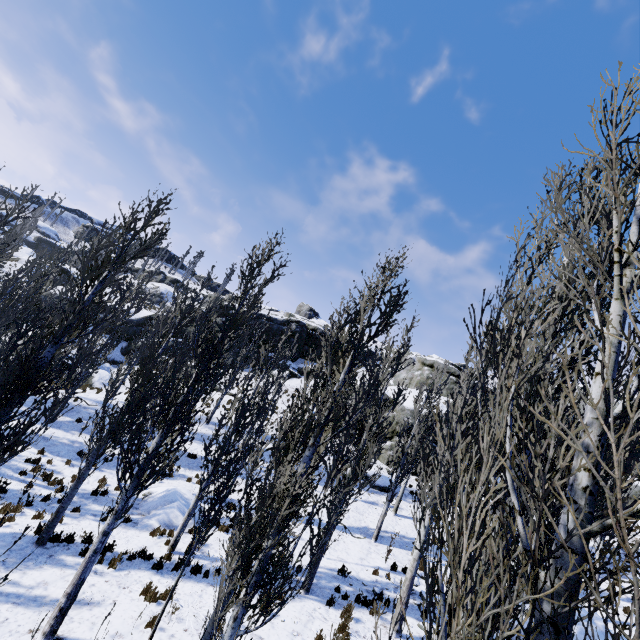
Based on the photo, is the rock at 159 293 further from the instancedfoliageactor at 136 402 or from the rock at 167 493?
the instancedfoliageactor at 136 402

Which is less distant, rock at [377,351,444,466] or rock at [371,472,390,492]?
rock at [371,472,390,492]

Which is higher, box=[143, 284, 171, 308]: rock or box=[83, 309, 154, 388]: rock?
box=[143, 284, 171, 308]: rock

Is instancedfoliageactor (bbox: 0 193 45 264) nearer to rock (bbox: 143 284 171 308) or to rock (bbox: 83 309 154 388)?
rock (bbox: 83 309 154 388)

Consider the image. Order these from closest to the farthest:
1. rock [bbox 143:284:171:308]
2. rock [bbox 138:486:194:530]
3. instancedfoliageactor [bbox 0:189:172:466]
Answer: instancedfoliageactor [bbox 0:189:172:466] < rock [bbox 138:486:194:530] < rock [bbox 143:284:171:308]

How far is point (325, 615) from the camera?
9.6 meters

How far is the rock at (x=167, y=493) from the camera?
12.7 meters

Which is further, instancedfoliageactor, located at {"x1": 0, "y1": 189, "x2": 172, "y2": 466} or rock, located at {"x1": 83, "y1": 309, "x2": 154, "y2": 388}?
rock, located at {"x1": 83, "y1": 309, "x2": 154, "y2": 388}
